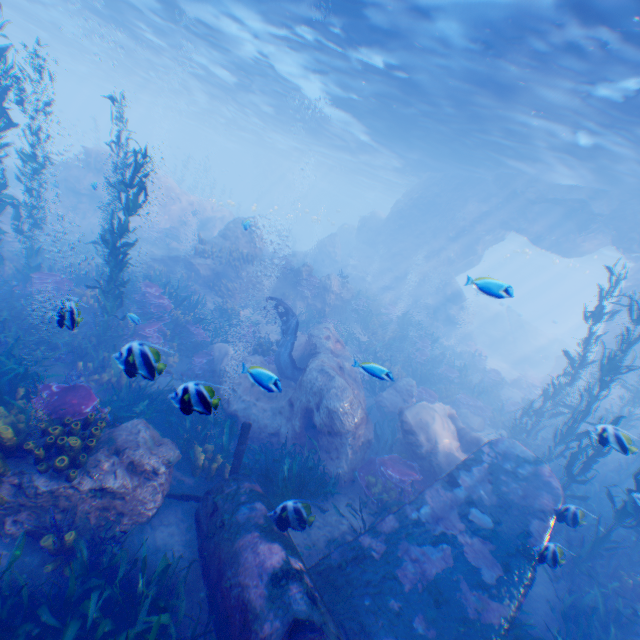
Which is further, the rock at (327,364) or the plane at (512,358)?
the plane at (512,358)

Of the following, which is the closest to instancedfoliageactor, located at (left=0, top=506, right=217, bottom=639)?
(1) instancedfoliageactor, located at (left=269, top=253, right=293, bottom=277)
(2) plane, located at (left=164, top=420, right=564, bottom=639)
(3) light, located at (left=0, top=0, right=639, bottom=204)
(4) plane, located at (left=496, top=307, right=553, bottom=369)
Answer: (2) plane, located at (left=164, top=420, right=564, bottom=639)

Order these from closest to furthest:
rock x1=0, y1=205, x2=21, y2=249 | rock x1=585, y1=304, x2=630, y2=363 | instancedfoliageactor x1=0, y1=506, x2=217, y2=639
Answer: instancedfoliageactor x1=0, y1=506, x2=217, y2=639 < rock x1=0, y1=205, x2=21, y2=249 < rock x1=585, y1=304, x2=630, y2=363

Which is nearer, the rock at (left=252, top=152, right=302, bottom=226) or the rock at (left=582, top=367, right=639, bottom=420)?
the rock at (left=582, top=367, right=639, bottom=420)

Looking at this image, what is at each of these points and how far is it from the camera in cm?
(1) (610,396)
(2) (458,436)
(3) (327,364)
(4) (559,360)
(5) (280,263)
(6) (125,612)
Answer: (1) rock, 1619
(2) rock, 1005
(3) rock, 1016
(4) rock, 2381
(5) instancedfoliageactor, 1752
(6) instancedfoliageactor, 443

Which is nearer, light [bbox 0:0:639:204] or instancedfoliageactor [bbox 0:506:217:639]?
instancedfoliageactor [bbox 0:506:217:639]

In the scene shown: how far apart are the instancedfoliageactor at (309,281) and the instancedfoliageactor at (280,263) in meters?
0.5 m

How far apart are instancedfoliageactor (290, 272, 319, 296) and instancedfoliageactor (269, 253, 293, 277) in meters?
0.5 m
